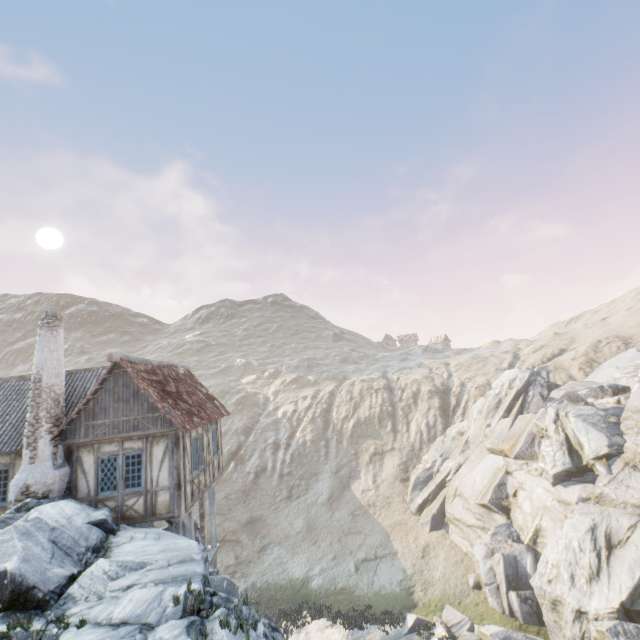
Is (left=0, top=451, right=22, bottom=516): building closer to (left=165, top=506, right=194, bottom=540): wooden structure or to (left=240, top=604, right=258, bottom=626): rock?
(left=240, top=604, right=258, bottom=626): rock

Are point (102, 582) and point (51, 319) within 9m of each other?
no

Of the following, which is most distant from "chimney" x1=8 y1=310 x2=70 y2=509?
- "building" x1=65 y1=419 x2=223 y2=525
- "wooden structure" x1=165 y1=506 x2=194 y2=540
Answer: "wooden structure" x1=165 y1=506 x2=194 y2=540

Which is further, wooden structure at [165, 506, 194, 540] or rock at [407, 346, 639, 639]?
rock at [407, 346, 639, 639]

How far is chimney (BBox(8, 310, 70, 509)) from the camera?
10.8m

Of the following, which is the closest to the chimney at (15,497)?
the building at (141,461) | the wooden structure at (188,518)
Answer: the building at (141,461)

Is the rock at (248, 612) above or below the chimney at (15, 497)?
below

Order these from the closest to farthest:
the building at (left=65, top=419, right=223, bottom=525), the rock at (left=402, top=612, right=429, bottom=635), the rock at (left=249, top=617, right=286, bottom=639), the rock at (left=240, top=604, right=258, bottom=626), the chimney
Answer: the rock at (left=249, top=617, right=286, bottom=639) → the rock at (left=240, top=604, right=258, bottom=626) → the chimney → the building at (left=65, top=419, right=223, bottom=525) → the rock at (left=402, top=612, right=429, bottom=635)
